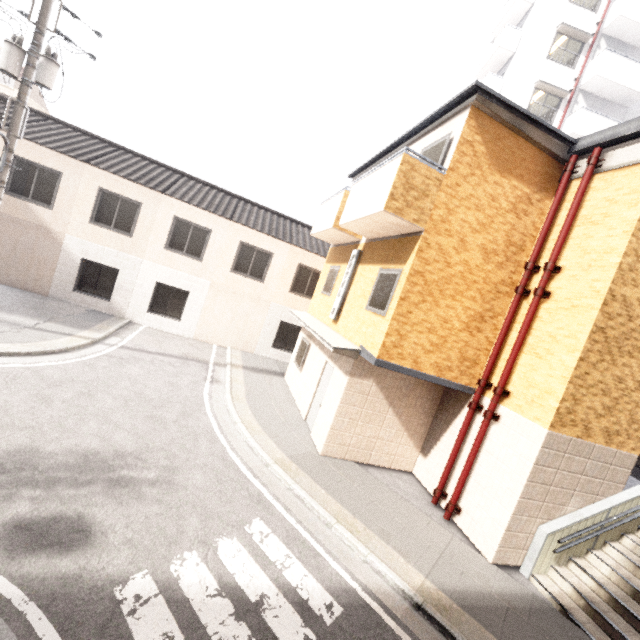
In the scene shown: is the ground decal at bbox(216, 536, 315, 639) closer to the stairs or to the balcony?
the stairs

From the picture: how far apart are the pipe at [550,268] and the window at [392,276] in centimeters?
275cm

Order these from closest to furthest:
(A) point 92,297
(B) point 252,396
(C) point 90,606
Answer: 1. (C) point 90,606
2. (B) point 252,396
3. (A) point 92,297

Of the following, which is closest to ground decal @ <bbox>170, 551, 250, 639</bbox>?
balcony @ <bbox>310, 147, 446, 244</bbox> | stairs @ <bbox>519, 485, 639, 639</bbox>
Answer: stairs @ <bbox>519, 485, 639, 639</bbox>

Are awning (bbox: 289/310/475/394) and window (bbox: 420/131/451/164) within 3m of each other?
no

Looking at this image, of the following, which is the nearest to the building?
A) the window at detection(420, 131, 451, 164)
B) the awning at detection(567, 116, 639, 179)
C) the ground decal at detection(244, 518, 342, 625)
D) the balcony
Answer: the awning at detection(567, 116, 639, 179)

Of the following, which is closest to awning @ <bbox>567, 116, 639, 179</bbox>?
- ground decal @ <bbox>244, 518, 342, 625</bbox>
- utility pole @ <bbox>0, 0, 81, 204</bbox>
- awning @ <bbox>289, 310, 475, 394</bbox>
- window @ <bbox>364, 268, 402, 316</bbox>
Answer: window @ <bbox>364, 268, 402, 316</bbox>

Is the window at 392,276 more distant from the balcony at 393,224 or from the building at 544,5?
the building at 544,5
